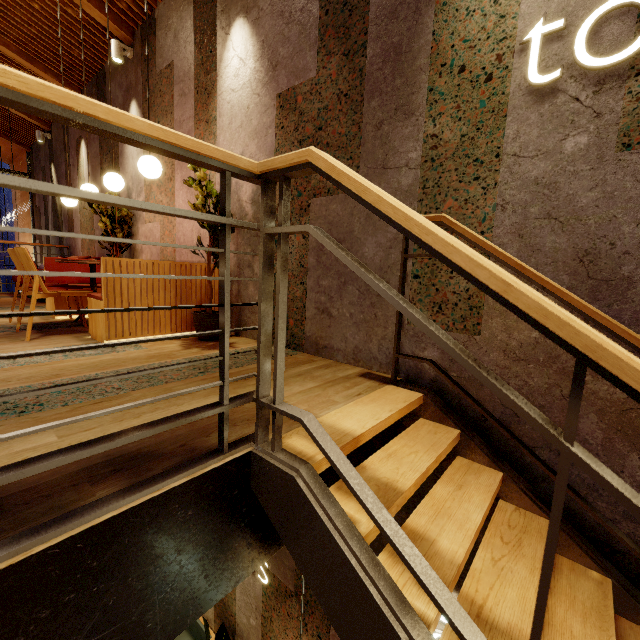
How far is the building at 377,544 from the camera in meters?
2.6

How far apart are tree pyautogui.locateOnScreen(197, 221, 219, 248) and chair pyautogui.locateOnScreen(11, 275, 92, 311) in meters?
1.2

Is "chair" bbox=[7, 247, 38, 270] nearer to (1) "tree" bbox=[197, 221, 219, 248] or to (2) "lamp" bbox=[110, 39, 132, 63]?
(1) "tree" bbox=[197, 221, 219, 248]

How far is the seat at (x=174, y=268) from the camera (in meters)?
2.89

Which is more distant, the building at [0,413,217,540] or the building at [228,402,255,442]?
the building at [228,402,255,442]

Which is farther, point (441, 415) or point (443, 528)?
point (441, 415)

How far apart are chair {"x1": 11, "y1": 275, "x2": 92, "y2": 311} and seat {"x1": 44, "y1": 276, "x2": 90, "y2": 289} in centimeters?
14cm

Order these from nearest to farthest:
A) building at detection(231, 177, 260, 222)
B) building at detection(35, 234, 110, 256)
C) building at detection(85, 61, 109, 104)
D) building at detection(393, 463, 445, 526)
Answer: building at detection(393, 463, 445, 526)
building at detection(231, 177, 260, 222)
building at detection(85, 61, 109, 104)
building at detection(35, 234, 110, 256)
